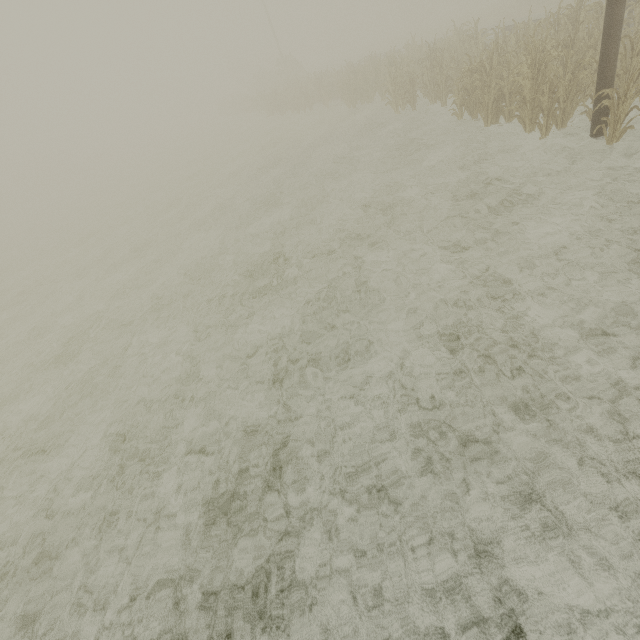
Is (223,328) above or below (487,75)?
below

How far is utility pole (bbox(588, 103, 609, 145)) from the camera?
6.62m

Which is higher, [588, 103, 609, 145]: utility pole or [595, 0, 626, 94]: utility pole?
[595, 0, 626, 94]: utility pole

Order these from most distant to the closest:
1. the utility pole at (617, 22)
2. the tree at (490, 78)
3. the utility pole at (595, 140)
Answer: the tree at (490, 78), the utility pole at (595, 140), the utility pole at (617, 22)

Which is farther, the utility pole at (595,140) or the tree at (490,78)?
the tree at (490,78)

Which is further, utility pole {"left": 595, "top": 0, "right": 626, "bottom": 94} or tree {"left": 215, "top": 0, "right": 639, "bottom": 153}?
tree {"left": 215, "top": 0, "right": 639, "bottom": 153}

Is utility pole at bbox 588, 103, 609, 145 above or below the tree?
below
